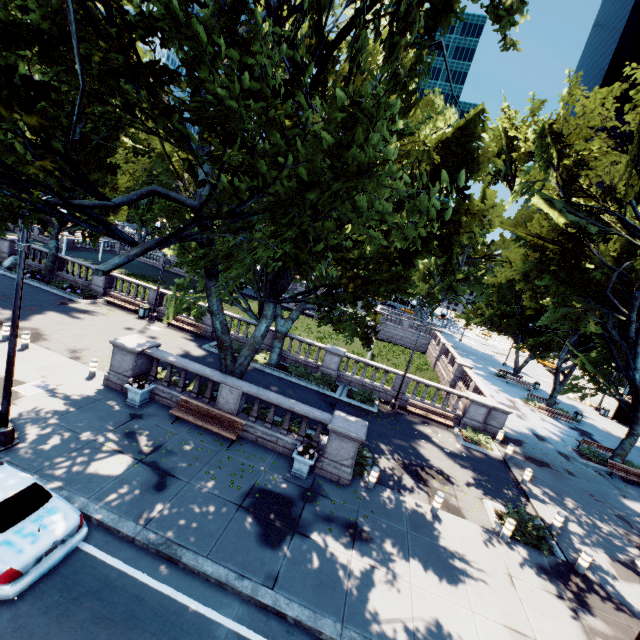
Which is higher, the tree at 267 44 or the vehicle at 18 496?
the tree at 267 44

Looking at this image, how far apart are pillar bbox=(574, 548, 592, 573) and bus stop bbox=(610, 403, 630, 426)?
31.83m

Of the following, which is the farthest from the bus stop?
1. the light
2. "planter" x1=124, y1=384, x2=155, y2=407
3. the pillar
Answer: the light

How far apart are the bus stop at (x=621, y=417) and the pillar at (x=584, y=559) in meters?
31.8 m

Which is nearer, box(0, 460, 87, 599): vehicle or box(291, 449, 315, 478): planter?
box(0, 460, 87, 599): vehicle

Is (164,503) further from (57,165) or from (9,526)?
(57,165)

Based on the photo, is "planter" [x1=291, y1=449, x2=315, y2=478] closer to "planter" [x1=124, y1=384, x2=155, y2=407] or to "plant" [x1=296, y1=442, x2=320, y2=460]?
"plant" [x1=296, y1=442, x2=320, y2=460]

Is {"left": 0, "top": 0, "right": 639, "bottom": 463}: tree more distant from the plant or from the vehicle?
the vehicle
